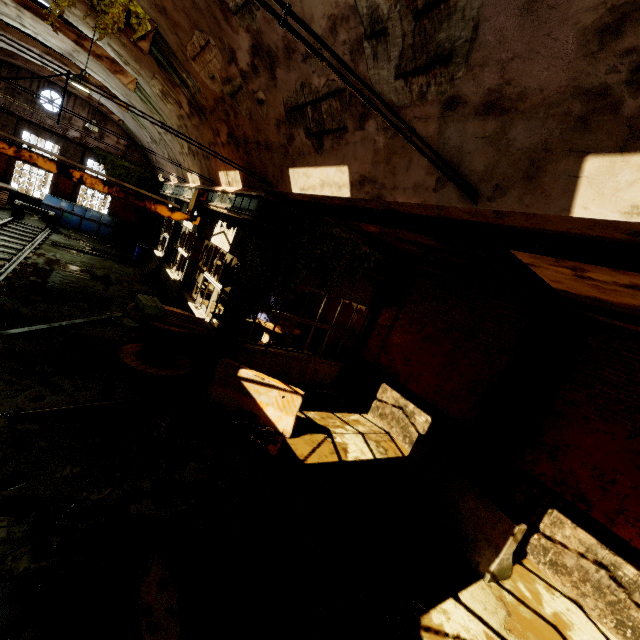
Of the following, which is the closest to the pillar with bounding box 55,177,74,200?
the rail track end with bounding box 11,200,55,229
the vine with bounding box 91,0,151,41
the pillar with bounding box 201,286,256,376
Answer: the rail track end with bounding box 11,200,55,229

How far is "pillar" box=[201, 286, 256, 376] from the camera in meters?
8.3

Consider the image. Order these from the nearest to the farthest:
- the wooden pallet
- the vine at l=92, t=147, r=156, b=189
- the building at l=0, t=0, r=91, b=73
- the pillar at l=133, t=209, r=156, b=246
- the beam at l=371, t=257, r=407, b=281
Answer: the wooden pallet < the beam at l=371, t=257, r=407, b=281 < the building at l=0, t=0, r=91, b=73 < the vine at l=92, t=147, r=156, b=189 < the pillar at l=133, t=209, r=156, b=246

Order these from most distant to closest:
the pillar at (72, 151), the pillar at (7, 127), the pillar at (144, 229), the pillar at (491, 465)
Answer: the pillar at (144, 229) < the pillar at (72, 151) < the pillar at (7, 127) < the pillar at (491, 465)

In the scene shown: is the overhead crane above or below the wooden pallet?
above

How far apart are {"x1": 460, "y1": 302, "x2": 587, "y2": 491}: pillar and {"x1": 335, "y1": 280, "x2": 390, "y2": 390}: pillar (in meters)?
4.63

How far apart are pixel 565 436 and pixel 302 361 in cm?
682

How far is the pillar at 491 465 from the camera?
6.7m
